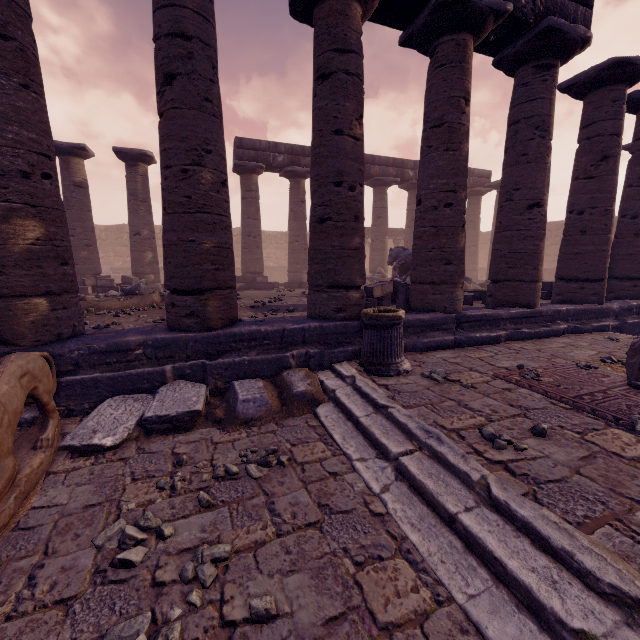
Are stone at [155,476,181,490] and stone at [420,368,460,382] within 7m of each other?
yes

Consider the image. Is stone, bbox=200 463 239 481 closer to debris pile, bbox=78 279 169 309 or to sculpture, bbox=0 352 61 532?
→ sculpture, bbox=0 352 61 532

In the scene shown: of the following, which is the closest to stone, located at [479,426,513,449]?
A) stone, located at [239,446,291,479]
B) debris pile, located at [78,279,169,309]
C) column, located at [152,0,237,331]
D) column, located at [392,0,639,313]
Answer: stone, located at [239,446,291,479]

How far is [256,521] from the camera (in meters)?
2.40

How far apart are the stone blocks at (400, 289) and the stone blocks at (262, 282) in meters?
6.1 m

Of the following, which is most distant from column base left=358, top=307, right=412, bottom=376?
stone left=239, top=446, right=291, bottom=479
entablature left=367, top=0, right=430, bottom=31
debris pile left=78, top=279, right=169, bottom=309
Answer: debris pile left=78, top=279, right=169, bottom=309

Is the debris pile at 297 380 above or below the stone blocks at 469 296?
below

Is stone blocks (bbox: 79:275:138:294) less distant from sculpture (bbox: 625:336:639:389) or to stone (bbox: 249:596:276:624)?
stone (bbox: 249:596:276:624)
